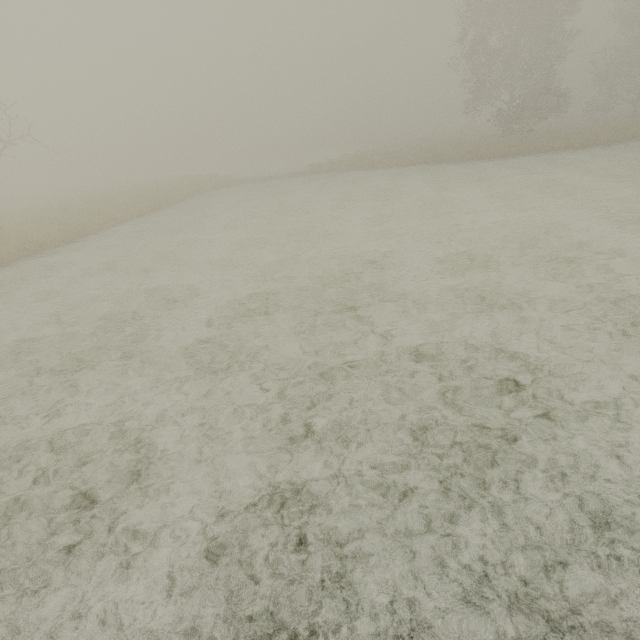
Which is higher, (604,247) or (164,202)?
(164,202)
